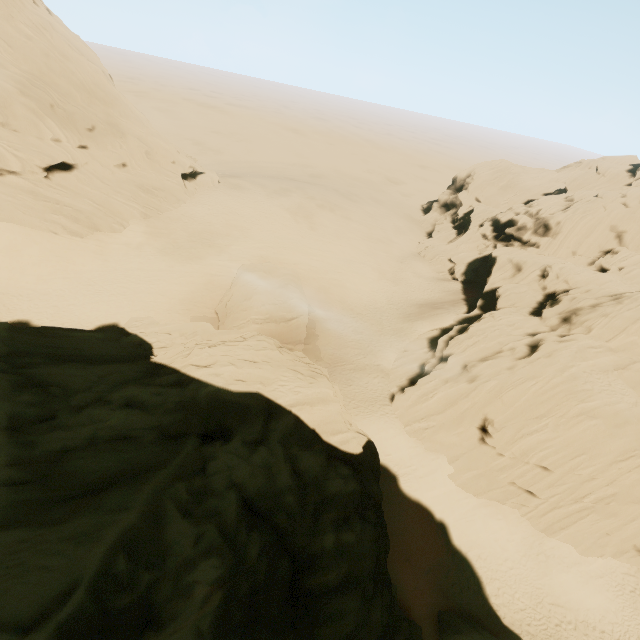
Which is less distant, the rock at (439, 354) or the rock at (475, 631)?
the rock at (475, 631)

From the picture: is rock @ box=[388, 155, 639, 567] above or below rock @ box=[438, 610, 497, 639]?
above

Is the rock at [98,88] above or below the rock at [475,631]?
above

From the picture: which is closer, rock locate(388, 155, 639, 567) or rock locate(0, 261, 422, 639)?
rock locate(0, 261, 422, 639)

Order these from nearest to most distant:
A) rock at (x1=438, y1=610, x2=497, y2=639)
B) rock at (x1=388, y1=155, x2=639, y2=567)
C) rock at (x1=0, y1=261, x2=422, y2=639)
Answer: rock at (x1=0, y1=261, x2=422, y2=639)
rock at (x1=438, y1=610, x2=497, y2=639)
rock at (x1=388, y1=155, x2=639, y2=567)

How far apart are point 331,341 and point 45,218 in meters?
30.2 m
